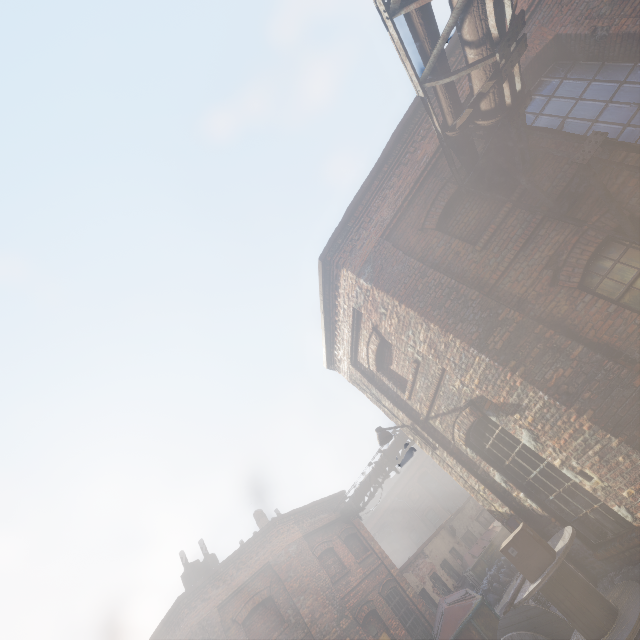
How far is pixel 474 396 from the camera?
6.2m

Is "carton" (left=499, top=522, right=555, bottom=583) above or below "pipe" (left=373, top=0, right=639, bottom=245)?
below

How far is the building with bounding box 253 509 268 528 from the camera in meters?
17.9 m

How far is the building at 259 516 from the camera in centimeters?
1788cm

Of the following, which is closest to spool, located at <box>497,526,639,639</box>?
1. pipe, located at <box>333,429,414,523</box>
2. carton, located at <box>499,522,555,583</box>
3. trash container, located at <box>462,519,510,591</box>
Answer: carton, located at <box>499,522,555,583</box>

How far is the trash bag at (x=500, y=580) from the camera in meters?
15.0

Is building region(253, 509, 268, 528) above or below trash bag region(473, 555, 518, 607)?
above

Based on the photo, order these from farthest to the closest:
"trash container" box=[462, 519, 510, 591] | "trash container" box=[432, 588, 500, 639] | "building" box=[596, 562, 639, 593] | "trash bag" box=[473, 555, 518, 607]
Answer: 1. "trash container" box=[462, 519, 510, 591]
2. "trash bag" box=[473, 555, 518, 607]
3. "trash container" box=[432, 588, 500, 639]
4. "building" box=[596, 562, 639, 593]
